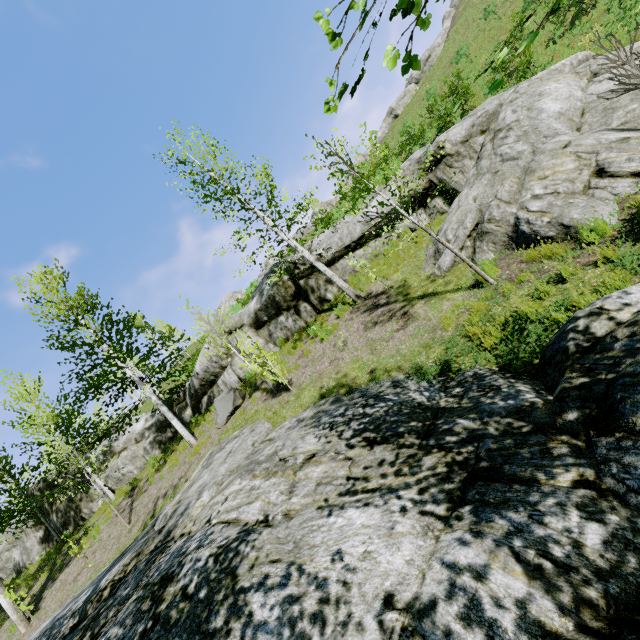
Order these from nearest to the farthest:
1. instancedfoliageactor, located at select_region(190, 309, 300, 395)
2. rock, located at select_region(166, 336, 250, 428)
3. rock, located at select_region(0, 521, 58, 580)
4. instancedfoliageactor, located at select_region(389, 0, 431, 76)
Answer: instancedfoliageactor, located at select_region(389, 0, 431, 76), instancedfoliageactor, located at select_region(190, 309, 300, 395), rock, located at select_region(166, 336, 250, 428), rock, located at select_region(0, 521, 58, 580)

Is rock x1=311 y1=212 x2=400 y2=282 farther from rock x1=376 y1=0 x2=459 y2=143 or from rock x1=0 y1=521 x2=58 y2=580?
rock x1=376 y1=0 x2=459 y2=143

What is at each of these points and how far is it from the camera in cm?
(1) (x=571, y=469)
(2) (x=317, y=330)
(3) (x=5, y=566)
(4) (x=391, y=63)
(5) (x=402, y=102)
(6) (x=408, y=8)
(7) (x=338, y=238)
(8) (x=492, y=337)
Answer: (1) rock, 223
(2) instancedfoliageactor, 1123
(3) rock, 1927
(4) instancedfoliageactor, 121
(5) rock, 3806
(6) instancedfoliageactor, 111
(7) rock, 1305
(8) instancedfoliageactor, 491

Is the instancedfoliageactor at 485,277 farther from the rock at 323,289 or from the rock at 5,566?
the rock at 5,566

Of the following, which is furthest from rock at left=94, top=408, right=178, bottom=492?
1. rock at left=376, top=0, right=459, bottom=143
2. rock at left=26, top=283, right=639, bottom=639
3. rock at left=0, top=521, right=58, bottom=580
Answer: rock at left=376, top=0, right=459, bottom=143

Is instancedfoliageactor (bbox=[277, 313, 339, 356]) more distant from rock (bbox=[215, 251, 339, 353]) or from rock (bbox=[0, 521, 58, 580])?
rock (bbox=[0, 521, 58, 580])

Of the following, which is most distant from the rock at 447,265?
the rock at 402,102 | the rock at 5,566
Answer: the rock at 402,102

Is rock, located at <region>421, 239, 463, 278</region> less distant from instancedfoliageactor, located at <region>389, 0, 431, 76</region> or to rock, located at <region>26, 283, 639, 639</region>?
instancedfoliageactor, located at <region>389, 0, 431, 76</region>
